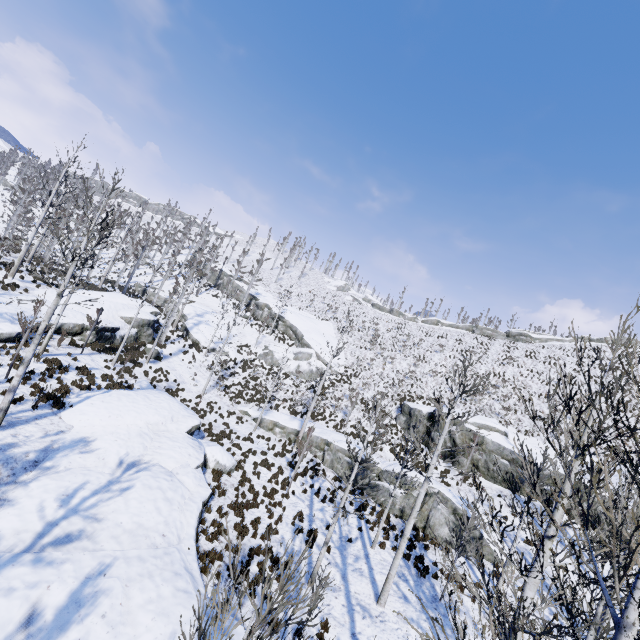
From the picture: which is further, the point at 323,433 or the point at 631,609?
the point at 323,433

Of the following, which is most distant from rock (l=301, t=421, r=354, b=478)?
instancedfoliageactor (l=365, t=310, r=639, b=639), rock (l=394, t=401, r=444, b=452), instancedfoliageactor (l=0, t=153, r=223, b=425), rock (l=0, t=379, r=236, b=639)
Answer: instancedfoliageactor (l=365, t=310, r=639, b=639)

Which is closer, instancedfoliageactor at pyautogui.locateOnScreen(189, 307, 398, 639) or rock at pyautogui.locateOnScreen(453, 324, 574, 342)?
instancedfoliageactor at pyautogui.locateOnScreen(189, 307, 398, 639)

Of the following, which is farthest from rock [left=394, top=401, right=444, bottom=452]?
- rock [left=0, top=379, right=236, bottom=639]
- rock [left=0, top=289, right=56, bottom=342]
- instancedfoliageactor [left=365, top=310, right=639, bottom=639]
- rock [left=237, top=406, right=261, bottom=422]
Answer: rock [left=0, top=289, right=56, bottom=342]

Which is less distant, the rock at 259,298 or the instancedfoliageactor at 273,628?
the instancedfoliageactor at 273,628

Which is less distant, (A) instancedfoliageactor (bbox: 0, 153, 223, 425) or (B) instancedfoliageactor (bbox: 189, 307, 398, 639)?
(B) instancedfoliageactor (bbox: 189, 307, 398, 639)

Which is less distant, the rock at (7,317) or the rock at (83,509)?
the rock at (83,509)

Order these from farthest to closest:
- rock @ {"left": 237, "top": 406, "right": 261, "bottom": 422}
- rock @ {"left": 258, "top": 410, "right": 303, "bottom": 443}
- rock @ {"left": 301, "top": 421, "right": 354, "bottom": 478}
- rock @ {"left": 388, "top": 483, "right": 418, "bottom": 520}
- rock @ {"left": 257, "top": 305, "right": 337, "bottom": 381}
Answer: rock @ {"left": 257, "top": 305, "right": 337, "bottom": 381}
rock @ {"left": 237, "top": 406, "right": 261, "bottom": 422}
rock @ {"left": 258, "top": 410, "right": 303, "bottom": 443}
rock @ {"left": 301, "top": 421, "right": 354, "bottom": 478}
rock @ {"left": 388, "top": 483, "right": 418, "bottom": 520}
